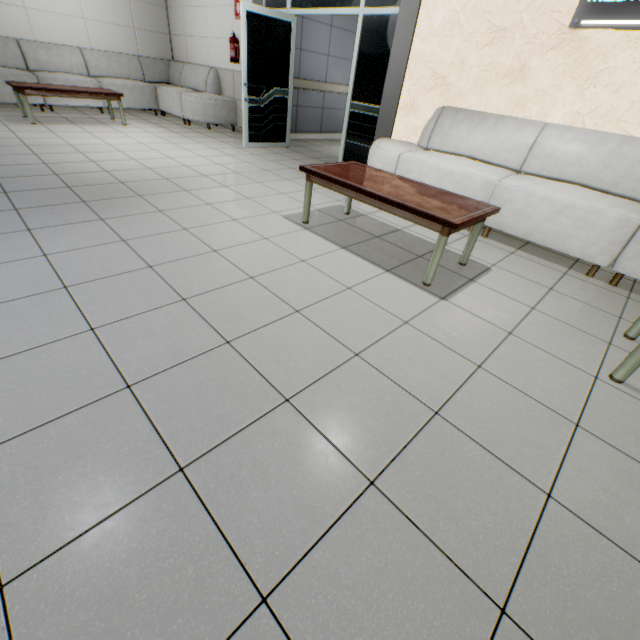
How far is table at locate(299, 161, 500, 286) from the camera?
2.29m

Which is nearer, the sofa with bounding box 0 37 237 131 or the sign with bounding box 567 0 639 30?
the sign with bounding box 567 0 639 30

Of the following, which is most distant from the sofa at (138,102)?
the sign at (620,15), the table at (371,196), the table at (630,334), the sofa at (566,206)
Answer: the table at (630,334)

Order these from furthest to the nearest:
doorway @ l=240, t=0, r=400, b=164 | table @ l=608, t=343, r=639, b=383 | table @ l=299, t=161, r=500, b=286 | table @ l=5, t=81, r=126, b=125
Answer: table @ l=5, t=81, r=126, b=125 → doorway @ l=240, t=0, r=400, b=164 → table @ l=299, t=161, r=500, b=286 → table @ l=608, t=343, r=639, b=383

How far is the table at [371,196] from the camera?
2.3m

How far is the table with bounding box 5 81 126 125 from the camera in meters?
5.2 m

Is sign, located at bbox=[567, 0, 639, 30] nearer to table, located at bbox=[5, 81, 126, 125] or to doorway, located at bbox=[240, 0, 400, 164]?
doorway, located at bbox=[240, 0, 400, 164]

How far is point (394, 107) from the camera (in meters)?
4.59
